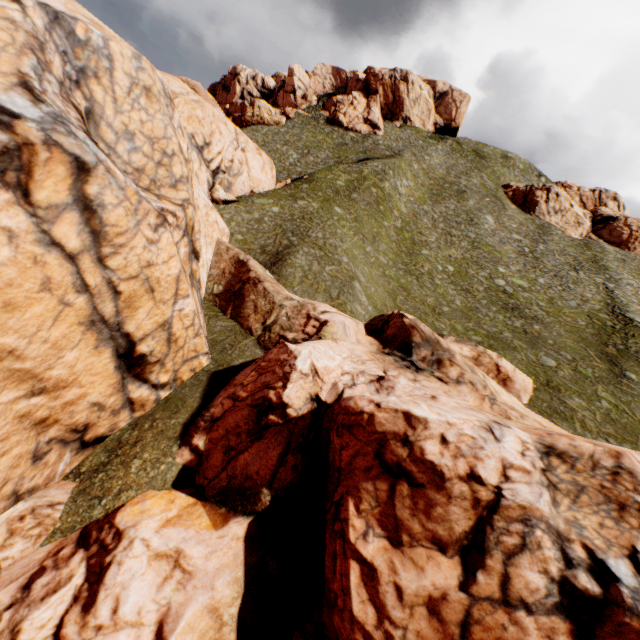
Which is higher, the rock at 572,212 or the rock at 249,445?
the rock at 572,212

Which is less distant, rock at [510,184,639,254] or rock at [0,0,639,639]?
rock at [0,0,639,639]

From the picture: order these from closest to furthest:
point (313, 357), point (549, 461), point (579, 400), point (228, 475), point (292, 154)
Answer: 1. point (549, 461)
2. point (228, 475)
3. point (313, 357)
4. point (579, 400)
5. point (292, 154)

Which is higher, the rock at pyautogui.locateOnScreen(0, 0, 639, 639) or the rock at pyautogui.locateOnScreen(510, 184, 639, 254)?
the rock at pyautogui.locateOnScreen(510, 184, 639, 254)

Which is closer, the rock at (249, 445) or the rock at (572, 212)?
the rock at (249, 445)
